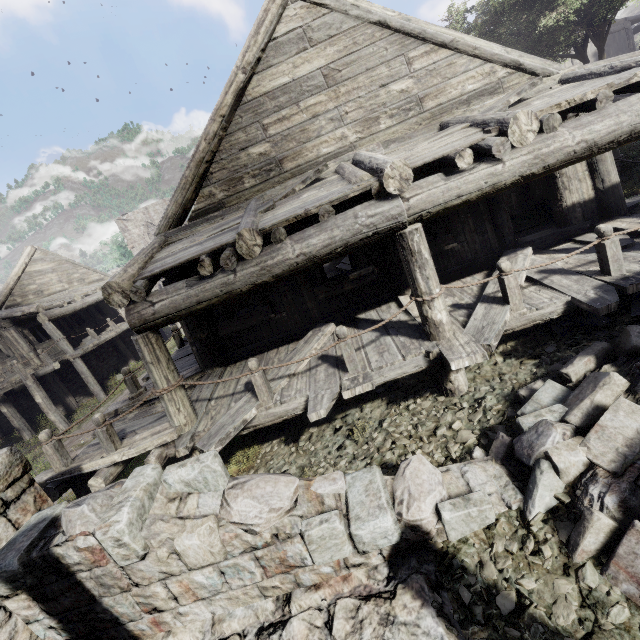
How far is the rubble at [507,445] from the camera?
3.8 meters

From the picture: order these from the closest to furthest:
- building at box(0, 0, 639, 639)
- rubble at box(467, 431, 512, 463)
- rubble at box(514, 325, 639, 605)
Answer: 1. rubble at box(514, 325, 639, 605)
2. building at box(0, 0, 639, 639)
3. rubble at box(467, 431, 512, 463)

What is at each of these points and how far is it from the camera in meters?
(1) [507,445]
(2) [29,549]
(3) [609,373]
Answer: (1) rubble, 3.8
(2) building, 3.2
(3) rubble, 3.5

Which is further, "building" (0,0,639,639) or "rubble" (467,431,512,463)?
"rubble" (467,431,512,463)

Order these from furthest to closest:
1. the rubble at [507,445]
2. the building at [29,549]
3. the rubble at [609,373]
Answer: the rubble at [507,445]
the building at [29,549]
the rubble at [609,373]

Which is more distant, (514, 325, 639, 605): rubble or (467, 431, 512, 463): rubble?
(467, 431, 512, 463): rubble

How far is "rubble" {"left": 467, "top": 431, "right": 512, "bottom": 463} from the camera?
3.83m
